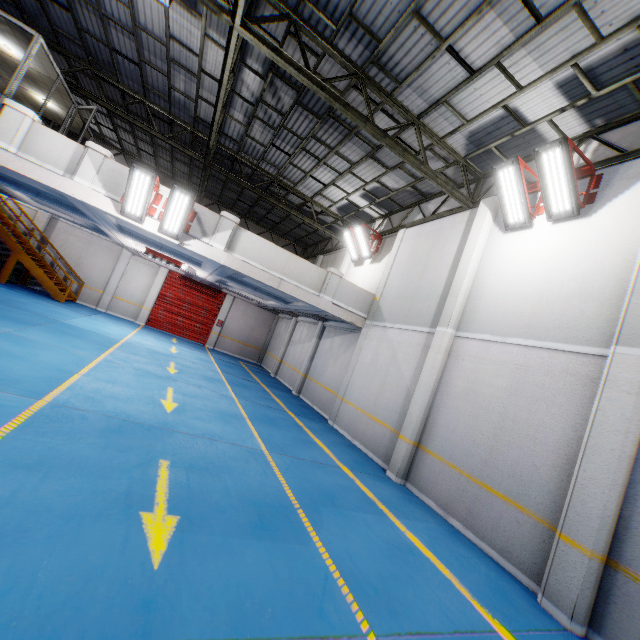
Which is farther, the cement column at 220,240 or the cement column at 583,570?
the cement column at 220,240

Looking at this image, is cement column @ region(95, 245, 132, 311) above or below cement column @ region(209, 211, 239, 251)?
below

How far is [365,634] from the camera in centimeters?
301cm

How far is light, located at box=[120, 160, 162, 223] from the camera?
8.1 meters

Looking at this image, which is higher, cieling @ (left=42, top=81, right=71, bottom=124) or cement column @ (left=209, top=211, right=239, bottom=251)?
cieling @ (left=42, top=81, right=71, bottom=124)

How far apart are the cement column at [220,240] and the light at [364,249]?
5.3m

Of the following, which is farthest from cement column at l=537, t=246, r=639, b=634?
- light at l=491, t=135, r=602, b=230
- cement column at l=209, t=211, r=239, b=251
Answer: cement column at l=209, t=211, r=239, b=251

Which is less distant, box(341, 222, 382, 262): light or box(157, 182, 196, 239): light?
box(157, 182, 196, 239): light
